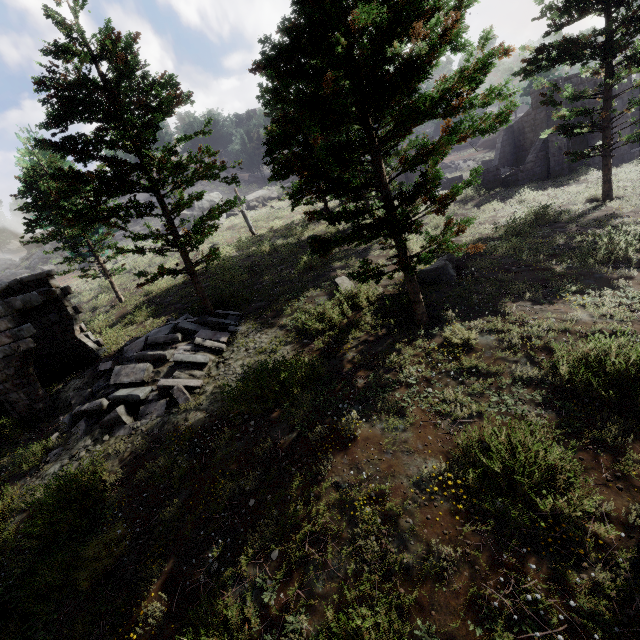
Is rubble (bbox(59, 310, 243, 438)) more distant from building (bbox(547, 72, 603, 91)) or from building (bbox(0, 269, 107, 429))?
building (bbox(547, 72, 603, 91))

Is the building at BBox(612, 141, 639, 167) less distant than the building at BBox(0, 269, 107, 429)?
No

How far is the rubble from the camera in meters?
9.5 m

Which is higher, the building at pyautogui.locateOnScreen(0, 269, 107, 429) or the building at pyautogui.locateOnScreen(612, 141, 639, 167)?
the building at pyautogui.locateOnScreen(0, 269, 107, 429)

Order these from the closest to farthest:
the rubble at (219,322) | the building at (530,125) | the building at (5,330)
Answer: the rubble at (219,322)
the building at (5,330)
the building at (530,125)

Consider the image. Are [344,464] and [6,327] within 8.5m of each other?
no

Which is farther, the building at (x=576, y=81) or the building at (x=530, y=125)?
the building at (x=530, y=125)
